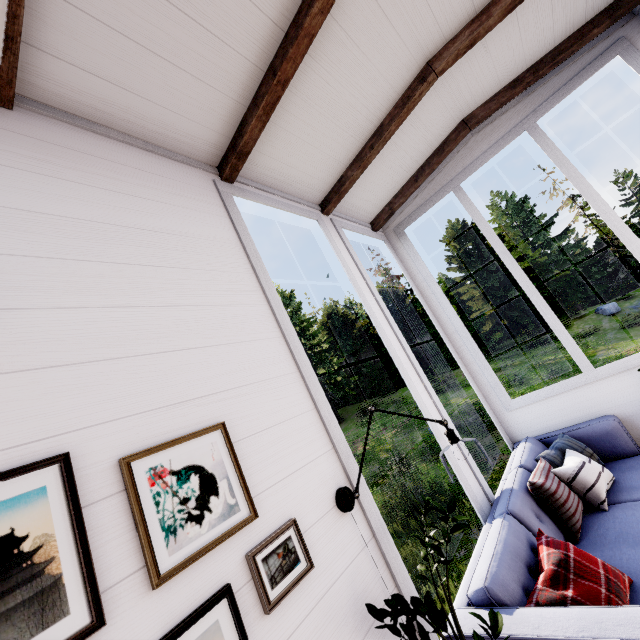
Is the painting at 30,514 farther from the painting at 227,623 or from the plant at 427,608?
the plant at 427,608

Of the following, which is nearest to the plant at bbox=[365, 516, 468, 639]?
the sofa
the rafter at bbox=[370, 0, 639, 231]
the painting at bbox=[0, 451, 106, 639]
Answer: the sofa

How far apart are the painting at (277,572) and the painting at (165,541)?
0.08m

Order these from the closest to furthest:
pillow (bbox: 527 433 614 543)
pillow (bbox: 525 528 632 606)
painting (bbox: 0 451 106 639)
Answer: painting (bbox: 0 451 106 639)
pillow (bbox: 525 528 632 606)
pillow (bbox: 527 433 614 543)

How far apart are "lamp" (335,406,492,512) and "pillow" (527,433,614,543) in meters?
1.0

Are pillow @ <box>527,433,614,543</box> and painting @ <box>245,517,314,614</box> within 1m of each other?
no

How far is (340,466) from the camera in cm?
163

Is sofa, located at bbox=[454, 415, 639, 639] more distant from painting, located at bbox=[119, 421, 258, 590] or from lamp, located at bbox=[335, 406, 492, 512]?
painting, located at bbox=[119, 421, 258, 590]
